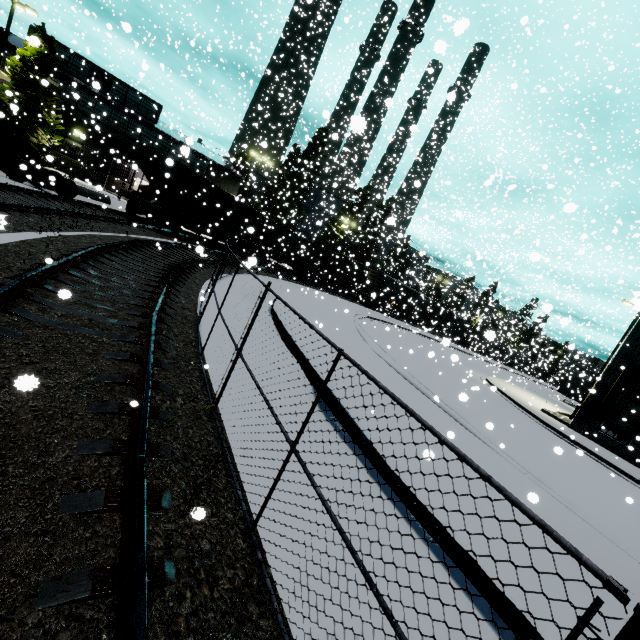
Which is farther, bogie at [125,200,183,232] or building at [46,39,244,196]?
building at [46,39,244,196]

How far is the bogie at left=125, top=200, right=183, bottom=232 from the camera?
19.7 meters

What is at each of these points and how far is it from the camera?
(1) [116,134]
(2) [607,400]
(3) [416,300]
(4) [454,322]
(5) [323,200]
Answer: (1) building, 30.67m
(2) building, 19.41m
(3) cargo car, 25.19m
(4) coal car, 54.66m
(5) silo, 51.75m

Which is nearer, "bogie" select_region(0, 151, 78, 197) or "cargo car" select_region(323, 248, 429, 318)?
"bogie" select_region(0, 151, 78, 197)

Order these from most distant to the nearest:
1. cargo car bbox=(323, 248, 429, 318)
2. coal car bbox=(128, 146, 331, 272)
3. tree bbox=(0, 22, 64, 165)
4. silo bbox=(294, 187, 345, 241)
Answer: silo bbox=(294, 187, 345, 241)
cargo car bbox=(323, 248, 429, 318)
tree bbox=(0, 22, 64, 165)
coal car bbox=(128, 146, 331, 272)

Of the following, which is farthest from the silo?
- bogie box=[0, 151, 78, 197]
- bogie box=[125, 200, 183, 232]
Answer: bogie box=[0, 151, 78, 197]

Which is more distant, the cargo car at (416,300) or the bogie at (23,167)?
the cargo car at (416,300)

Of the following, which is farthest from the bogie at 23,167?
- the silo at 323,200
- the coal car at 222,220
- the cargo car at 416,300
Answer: the silo at 323,200
